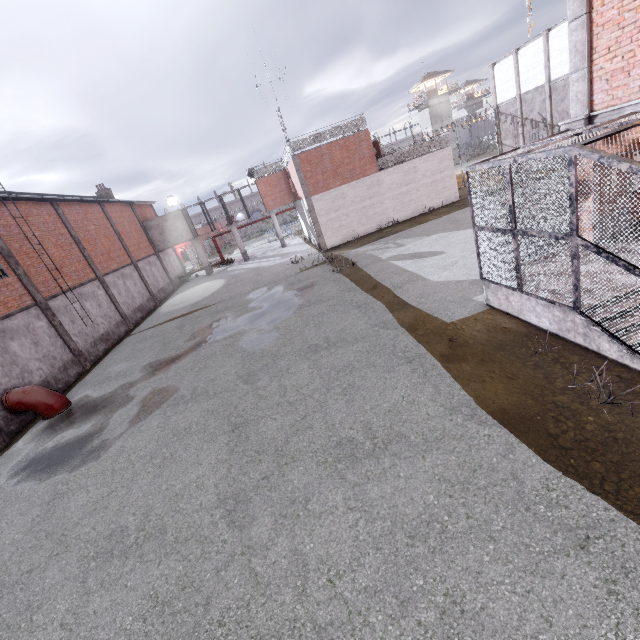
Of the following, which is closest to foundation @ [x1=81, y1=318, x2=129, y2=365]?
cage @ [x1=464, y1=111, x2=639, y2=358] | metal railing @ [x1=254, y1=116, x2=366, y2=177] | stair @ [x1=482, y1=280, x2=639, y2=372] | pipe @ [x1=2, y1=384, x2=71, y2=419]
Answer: pipe @ [x1=2, y1=384, x2=71, y2=419]

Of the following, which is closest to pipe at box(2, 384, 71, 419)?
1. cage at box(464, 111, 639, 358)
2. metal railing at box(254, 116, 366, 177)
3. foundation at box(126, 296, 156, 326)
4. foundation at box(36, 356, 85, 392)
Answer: foundation at box(36, 356, 85, 392)

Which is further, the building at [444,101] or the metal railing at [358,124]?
the building at [444,101]

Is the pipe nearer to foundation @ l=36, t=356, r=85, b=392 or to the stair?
foundation @ l=36, t=356, r=85, b=392

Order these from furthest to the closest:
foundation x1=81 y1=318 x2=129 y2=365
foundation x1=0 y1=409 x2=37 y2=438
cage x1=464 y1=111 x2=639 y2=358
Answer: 1. foundation x1=81 y1=318 x2=129 y2=365
2. foundation x1=0 y1=409 x2=37 y2=438
3. cage x1=464 y1=111 x2=639 y2=358

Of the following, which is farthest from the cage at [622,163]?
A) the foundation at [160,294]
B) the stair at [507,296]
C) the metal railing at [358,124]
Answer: the foundation at [160,294]

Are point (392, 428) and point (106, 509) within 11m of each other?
yes

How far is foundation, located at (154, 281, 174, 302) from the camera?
28.9 meters
